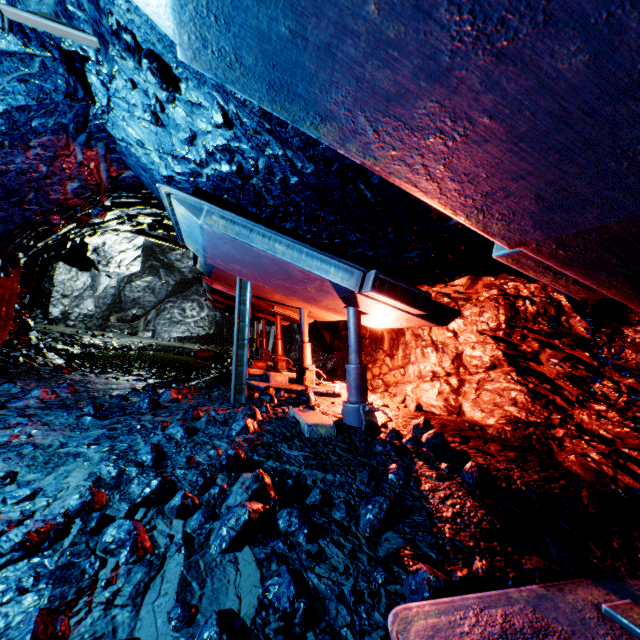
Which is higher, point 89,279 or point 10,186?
point 89,279

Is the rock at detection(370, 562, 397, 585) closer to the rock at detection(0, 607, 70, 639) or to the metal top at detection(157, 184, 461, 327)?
the rock at detection(0, 607, 70, 639)

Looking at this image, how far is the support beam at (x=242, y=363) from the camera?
4.45m

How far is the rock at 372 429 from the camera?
3.0m

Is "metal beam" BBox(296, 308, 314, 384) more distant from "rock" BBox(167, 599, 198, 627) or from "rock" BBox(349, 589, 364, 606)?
"rock" BBox(349, 589, 364, 606)

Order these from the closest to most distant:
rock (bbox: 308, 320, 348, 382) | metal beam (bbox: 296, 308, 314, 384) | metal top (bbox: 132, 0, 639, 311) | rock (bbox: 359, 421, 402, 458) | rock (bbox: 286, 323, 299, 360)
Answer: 1. metal top (bbox: 132, 0, 639, 311)
2. rock (bbox: 359, 421, 402, 458)
3. metal beam (bbox: 296, 308, 314, 384)
4. rock (bbox: 308, 320, 348, 382)
5. rock (bbox: 286, 323, 299, 360)

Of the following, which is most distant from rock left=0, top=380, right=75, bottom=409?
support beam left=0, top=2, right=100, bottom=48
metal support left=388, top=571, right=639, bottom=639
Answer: metal support left=388, top=571, right=639, bottom=639
